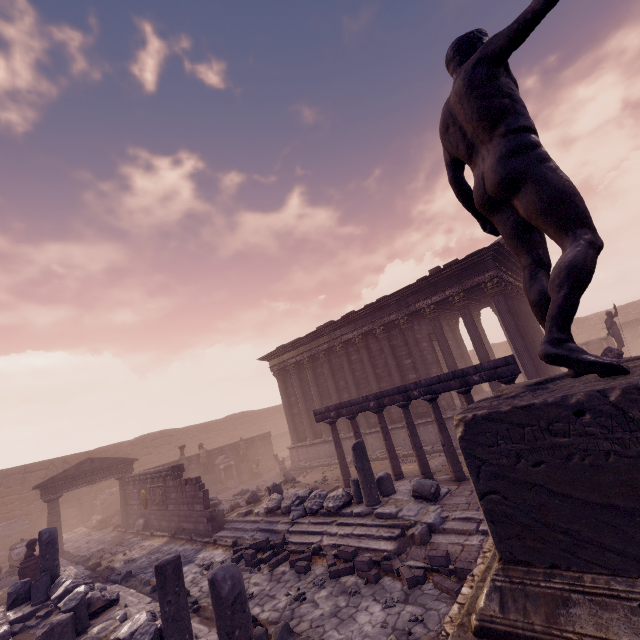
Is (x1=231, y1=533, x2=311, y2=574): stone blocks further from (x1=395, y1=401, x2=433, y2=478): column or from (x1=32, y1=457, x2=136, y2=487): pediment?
(x1=32, y1=457, x2=136, y2=487): pediment

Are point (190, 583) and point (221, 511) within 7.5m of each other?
yes

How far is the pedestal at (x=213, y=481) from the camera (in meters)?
20.48

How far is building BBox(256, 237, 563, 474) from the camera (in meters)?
13.73

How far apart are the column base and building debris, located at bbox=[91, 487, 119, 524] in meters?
7.5 m

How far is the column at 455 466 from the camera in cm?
945

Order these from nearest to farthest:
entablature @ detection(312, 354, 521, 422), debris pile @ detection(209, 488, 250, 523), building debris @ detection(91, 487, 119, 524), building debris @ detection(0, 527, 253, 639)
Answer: building debris @ detection(0, 527, 253, 639)
entablature @ detection(312, 354, 521, 422)
debris pile @ detection(209, 488, 250, 523)
building debris @ detection(91, 487, 119, 524)

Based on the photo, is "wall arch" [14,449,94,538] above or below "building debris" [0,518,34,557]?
above
